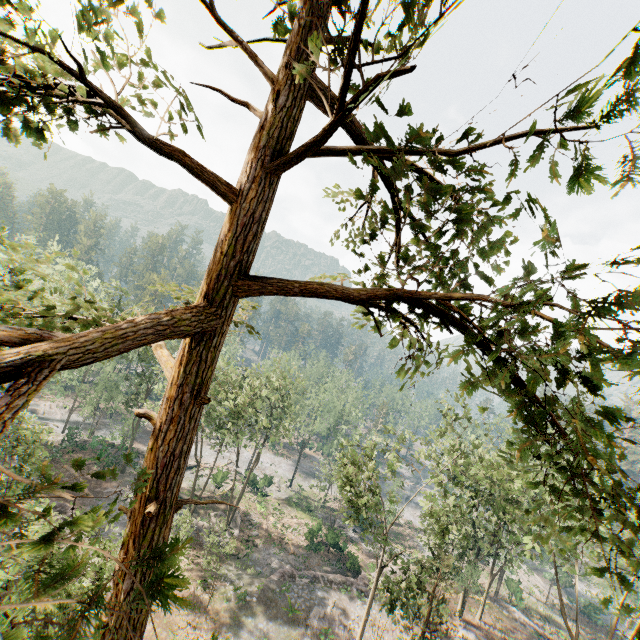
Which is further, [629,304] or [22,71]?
[22,71]

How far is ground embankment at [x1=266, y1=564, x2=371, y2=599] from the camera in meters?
30.8

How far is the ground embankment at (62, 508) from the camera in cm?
2855

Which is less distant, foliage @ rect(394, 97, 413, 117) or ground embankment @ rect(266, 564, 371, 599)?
foliage @ rect(394, 97, 413, 117)

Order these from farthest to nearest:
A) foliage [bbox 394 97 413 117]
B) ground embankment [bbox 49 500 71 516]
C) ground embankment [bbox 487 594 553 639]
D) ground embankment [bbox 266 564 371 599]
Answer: ground embankment [bbox 487 594 553 639] < ground embankment [bbox 266 564 371 599] < ground embankment [bbox 49 500 71 516] < foliage [bbox 394 97 413 117]

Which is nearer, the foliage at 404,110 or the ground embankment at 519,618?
the foliage at 404,110

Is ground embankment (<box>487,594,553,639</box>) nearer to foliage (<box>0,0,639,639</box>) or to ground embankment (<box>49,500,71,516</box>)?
foliage (<box>0,0,639,639</box>)

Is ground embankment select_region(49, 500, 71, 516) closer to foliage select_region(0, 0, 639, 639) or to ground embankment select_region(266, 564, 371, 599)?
ground embankment select_region(266, 564, 371, 599)
